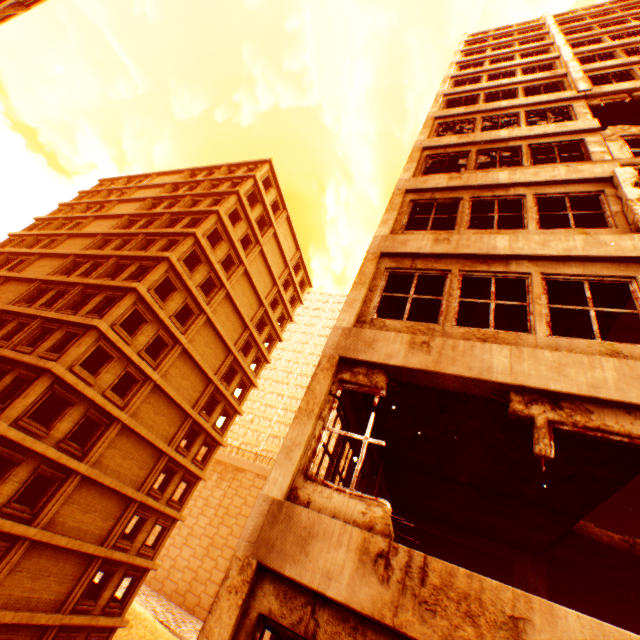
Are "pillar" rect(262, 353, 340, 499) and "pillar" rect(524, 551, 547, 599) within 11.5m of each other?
yes

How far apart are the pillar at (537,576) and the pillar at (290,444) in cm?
936

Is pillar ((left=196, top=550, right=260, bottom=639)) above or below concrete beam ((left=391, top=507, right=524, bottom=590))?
below

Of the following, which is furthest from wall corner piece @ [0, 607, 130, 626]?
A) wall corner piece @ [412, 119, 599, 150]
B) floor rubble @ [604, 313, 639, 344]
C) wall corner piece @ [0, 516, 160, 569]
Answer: floor rubble @ [604, 313, 639, 344]

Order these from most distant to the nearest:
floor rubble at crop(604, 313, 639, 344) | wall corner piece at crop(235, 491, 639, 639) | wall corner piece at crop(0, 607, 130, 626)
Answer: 1. wall corner piece at crop(0, 607, 130, 626)
2. floor rubble at crop(604, 313, 639, 344)
3. wall corner piece at crop(235, 491, 639, 639)

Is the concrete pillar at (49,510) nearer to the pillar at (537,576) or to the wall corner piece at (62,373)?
the wall corner piece at (62,373)

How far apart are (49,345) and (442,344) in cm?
2094

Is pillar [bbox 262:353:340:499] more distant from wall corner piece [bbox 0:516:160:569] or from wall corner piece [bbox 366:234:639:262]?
wall corner piece [bbox 0:516:160:569]
